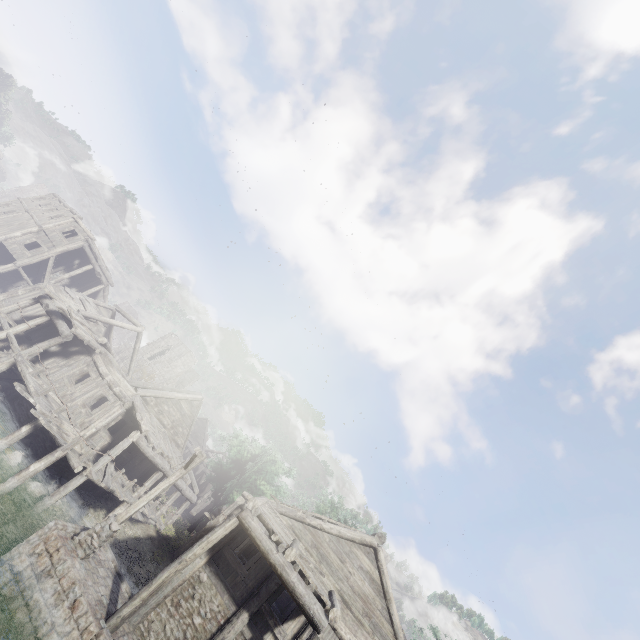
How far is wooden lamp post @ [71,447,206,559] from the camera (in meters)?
10.96

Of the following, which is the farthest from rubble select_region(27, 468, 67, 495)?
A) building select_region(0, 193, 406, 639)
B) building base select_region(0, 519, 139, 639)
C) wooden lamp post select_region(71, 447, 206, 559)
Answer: wooden lamp post select_region(71, 447, 206, 559)

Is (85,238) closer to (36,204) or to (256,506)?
(36,204)

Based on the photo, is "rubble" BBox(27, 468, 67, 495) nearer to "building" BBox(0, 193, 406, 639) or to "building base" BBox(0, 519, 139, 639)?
"building" BBox(0, 193, 406, 639)

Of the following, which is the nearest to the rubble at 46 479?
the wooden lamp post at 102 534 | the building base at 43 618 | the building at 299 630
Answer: the building at 299 630

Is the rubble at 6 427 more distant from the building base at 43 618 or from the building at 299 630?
the building base at 43 618

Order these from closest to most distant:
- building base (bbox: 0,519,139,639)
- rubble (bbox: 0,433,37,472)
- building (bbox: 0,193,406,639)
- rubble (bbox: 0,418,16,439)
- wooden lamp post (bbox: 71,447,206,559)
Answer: building base (bbox: 0,519,139,639)
wooden lamp post (bbox: 71,447,206,559)
building (bbox: 0,193,406,639)
rubble (bbox: 0,433,37,472)
rubble (bbox: 0,418,16,439)
